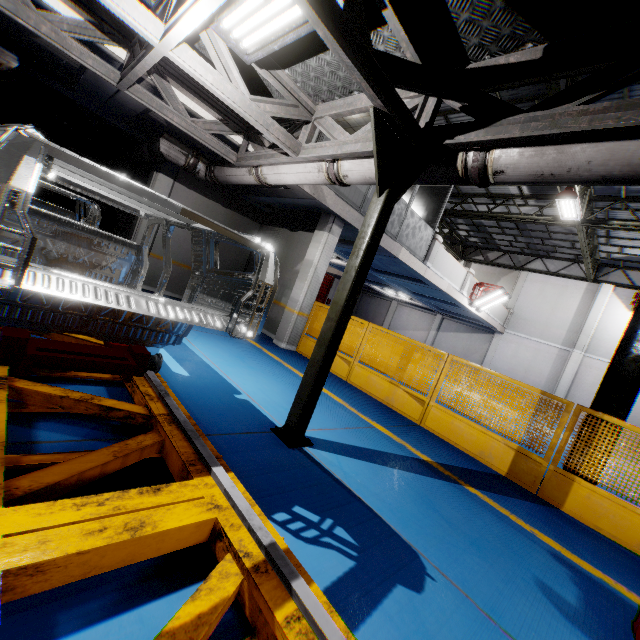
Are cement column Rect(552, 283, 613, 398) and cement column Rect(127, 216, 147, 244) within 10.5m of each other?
no

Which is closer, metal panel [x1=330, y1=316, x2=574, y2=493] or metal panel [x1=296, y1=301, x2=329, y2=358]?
metal panel [x1=330, y1=316, x2=574, y2=493]

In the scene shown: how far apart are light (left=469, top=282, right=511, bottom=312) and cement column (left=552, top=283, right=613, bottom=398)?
6.53m

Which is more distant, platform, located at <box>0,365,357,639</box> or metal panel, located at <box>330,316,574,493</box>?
metal panel, located at <box>330,316,574,493</box>

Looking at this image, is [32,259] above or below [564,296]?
below

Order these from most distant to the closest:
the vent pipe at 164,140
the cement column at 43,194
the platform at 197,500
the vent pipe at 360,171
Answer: the cement column at 43,194 → the vent pipe at 164,140 → the vent pipe at 360,171 → the platform at 197,500

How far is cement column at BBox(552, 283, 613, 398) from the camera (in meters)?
17.28

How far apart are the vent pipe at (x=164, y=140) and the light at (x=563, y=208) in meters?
10.4 m
